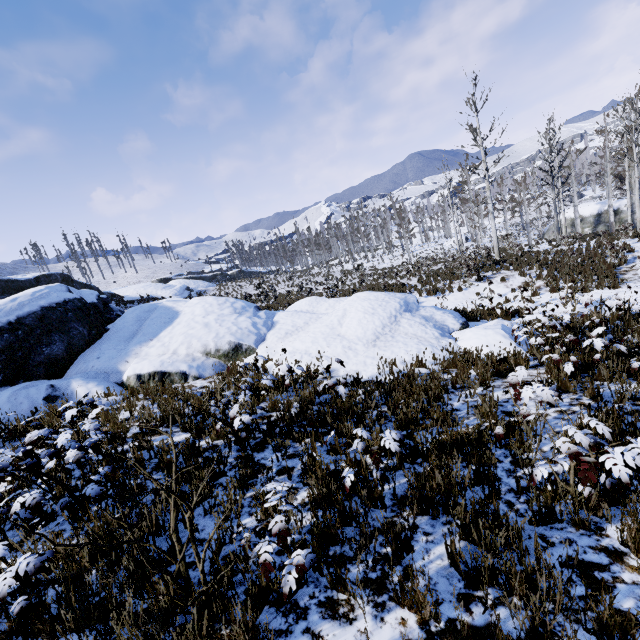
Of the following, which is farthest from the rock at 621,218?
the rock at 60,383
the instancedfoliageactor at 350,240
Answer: the rock at 60,383

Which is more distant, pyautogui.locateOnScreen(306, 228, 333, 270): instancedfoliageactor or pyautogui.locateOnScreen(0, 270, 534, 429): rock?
pyautogui.locateOnScreen(306, 228, 333, 270): instancedfoliageactor

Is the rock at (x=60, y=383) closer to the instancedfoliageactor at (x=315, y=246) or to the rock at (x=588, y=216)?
the instancedfoliageactor at (x=315, y=246)

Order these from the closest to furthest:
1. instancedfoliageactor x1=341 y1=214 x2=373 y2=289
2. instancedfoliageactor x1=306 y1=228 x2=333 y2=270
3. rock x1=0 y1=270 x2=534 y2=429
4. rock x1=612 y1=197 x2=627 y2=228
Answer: rock x1=0 y1=270 x2=534 y2=429 → instancedfoliageactor x1=341 y1=214 x2=373 y2=289 → rock x1=612 y1=197 x2=627 y2=228 → instancedfoliageactor x1=306 y1=228 x2=333 y2=270

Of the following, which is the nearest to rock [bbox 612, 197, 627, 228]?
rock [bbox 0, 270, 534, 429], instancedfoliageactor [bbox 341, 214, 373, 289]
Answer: instancedfoliageactor [bbox 341, 214, 373, 289]

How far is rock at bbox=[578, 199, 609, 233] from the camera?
33.6 meters

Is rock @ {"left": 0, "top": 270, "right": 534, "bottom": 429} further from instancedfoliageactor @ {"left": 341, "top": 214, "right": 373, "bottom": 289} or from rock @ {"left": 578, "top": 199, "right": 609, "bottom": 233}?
rock @ {"left": 578, "top": 199, "right": 609, "bottom": 233}

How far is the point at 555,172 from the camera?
30.2m
